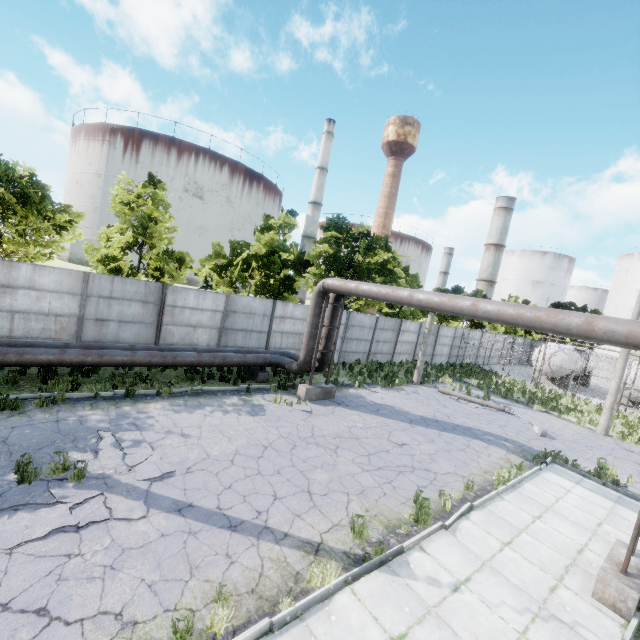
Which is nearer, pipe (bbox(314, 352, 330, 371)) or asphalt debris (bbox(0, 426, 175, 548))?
asphalt debris (bbox(0, 426, 175, 548))

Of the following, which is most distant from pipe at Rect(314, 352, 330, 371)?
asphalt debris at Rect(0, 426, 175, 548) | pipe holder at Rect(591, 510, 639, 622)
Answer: asphalt debris at Rect(0, 426, 175, 548)

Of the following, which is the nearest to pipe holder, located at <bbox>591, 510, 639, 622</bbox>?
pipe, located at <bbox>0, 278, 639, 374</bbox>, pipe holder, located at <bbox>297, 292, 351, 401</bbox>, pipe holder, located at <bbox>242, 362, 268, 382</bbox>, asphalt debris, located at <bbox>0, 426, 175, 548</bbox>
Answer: pipe, located at <bbox>0, 278, 639, 374</bbox>

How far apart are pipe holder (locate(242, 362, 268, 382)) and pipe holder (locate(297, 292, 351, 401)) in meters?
1.9

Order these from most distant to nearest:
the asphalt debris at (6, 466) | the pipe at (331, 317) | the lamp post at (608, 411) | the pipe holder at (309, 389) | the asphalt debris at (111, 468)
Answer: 1. the lamp post at (608, 411)
2. the pipe at (331, 317)
3. the pipe holder at (309, 389)
4. the asphalt debris at (6, 466)
5. the asphalt debris at (111, 468)

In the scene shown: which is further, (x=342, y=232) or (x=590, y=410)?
(x=342, y=232)

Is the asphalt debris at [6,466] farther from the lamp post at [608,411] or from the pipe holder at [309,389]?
the lamp post at [608,411]

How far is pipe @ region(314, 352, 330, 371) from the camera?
14.7m
